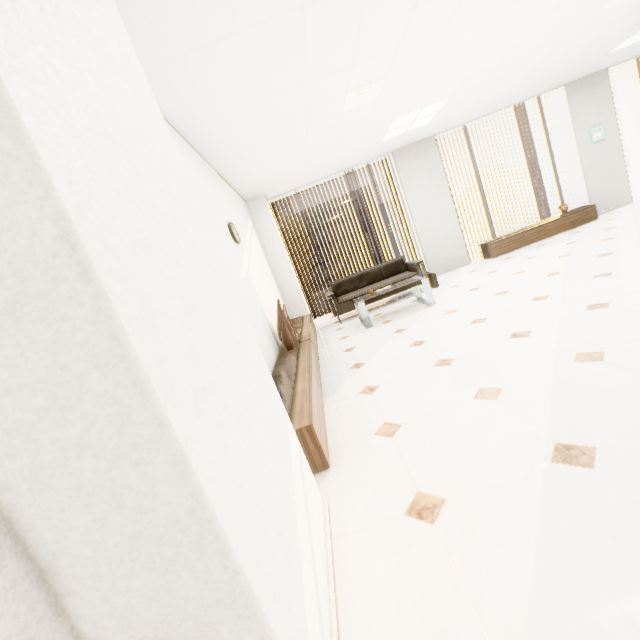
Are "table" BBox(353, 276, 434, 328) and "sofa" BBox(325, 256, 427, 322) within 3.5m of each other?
yes

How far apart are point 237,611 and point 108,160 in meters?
1.1 m

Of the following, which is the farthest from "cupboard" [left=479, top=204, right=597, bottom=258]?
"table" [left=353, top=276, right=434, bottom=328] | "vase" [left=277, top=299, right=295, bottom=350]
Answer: "vase" [left=277, top=299, right=295, bottom=350]

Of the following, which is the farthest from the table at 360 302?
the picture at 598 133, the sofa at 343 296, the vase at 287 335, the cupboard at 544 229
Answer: the picture at 598 133

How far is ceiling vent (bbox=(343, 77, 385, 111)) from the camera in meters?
3.8

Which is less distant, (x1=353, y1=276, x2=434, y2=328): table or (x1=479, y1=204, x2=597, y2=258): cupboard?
(x1=353, y1=276, x2=434, y2=328): table

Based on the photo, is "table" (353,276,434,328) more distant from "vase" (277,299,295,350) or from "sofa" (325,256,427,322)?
"vase" (277,299,295,350)

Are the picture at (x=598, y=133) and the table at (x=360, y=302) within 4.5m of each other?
no
